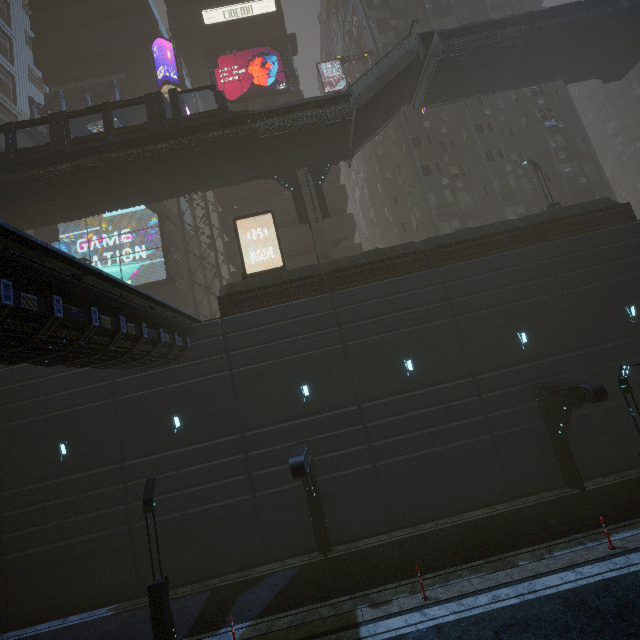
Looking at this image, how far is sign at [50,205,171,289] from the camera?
28.31m

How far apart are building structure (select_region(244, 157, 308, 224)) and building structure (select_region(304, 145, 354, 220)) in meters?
0.7 m

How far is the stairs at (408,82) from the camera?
20.5m

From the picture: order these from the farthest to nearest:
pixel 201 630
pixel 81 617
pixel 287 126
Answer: pixel 287 126
pixel 81 617
pixel 201 630

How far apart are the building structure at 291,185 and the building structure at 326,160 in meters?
→ 0.7 m

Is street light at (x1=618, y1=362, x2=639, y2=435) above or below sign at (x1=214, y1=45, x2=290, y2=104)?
below

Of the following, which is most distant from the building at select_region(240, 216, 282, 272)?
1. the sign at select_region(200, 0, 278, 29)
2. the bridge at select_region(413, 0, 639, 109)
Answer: the bridge at select_region(413, 0, 639, 109)

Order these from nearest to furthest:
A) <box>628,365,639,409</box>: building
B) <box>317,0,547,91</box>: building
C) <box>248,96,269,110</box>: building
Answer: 1. <box>628,365,639,409</box>: building
2. <box>317,0,547,91</box>: building
3. <box>248,96,269,110</box>: building
